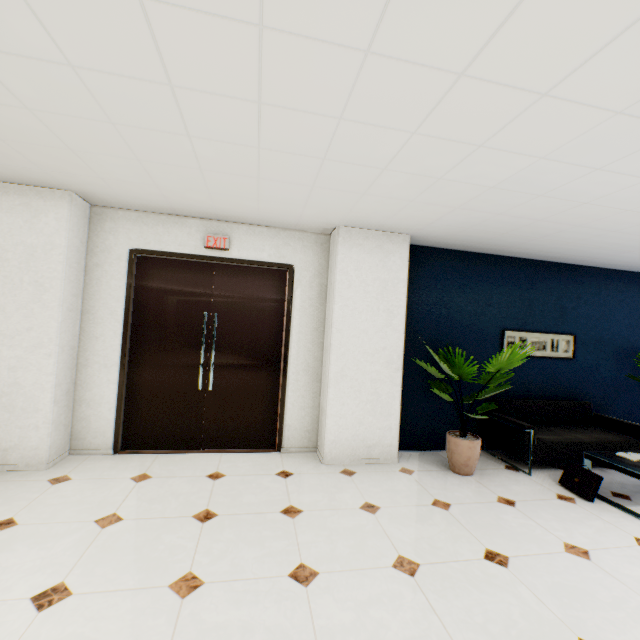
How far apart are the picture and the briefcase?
1.7 meters

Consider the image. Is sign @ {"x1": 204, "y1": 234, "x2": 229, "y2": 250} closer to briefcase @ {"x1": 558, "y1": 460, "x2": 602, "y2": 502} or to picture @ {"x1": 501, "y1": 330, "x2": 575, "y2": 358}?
picture @ {"x1": 501, "y1": 330, "x2": 575, "y2": 358}

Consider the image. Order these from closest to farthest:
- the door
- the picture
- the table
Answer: the table → the door → the picture

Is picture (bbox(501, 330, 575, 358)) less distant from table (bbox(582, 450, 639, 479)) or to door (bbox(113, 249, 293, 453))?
table (bbox(582, 450, 639, 479))

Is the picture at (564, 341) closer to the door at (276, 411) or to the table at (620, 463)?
the table at (620, 463)

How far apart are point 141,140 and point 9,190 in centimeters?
217cm

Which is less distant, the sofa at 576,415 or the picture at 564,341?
the sofa at 576,415

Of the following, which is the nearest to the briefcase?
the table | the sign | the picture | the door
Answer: the table
